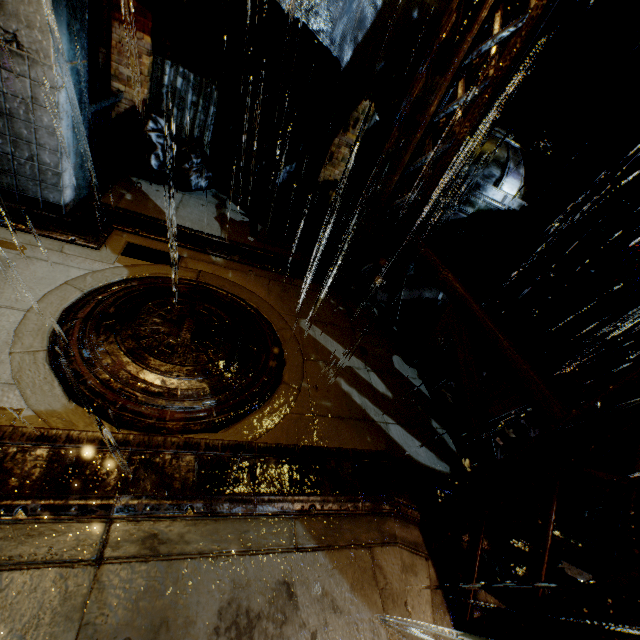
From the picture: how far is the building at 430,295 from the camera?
6.4 meters

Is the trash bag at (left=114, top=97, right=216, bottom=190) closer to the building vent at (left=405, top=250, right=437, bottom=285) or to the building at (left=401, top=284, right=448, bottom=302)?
the building at (left=401, top=284, right=448, bottom=302)

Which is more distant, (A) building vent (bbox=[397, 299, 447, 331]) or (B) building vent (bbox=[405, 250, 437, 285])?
(A) building vent (bbox=[397, 299, 447, 331])

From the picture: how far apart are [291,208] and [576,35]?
7.2m

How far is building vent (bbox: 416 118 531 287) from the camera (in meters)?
6.41

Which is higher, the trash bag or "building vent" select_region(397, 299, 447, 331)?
the trash bag

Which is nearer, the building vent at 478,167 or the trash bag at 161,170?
the trash bag at 161,170
